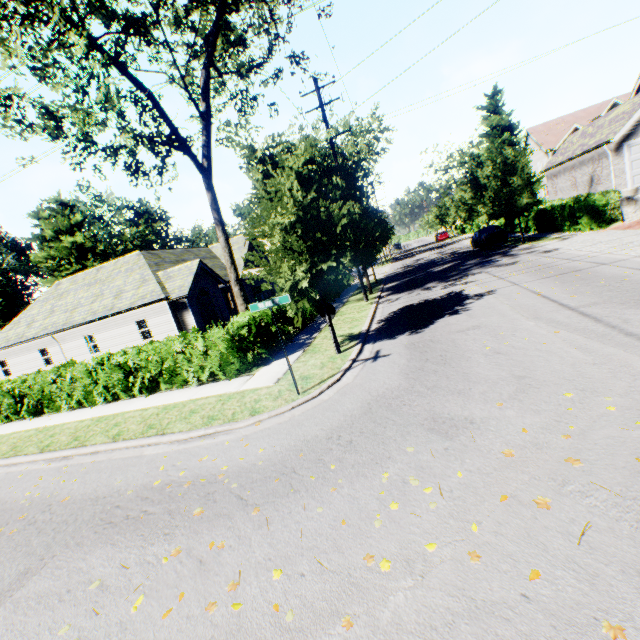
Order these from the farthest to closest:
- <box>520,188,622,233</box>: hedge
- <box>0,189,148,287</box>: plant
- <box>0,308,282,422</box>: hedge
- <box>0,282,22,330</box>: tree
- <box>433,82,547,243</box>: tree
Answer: <box>0,189,148,287</box>: plant → <box>0,282,22,330</box>: tree → <box>433,82,547,243</box>: tree → <box>520,188,622,233</box>: hedge → <box>0,308,282,422</box>: hedge

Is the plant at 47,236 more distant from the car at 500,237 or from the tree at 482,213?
the car at 500,237

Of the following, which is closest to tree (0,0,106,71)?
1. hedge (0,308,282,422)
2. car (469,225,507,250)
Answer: car (469,225,507,250)

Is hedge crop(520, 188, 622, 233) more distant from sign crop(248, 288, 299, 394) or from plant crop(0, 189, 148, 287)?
plant crop(0, 189, 148, 287)

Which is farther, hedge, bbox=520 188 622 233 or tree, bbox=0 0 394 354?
hedge, bbox=520 188 622 233

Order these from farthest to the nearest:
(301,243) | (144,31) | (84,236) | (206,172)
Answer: (84,236) → (206,172) → (144,31) → (301,243)

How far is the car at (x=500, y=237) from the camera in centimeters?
2406cm

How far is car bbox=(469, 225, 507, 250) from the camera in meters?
24.1
